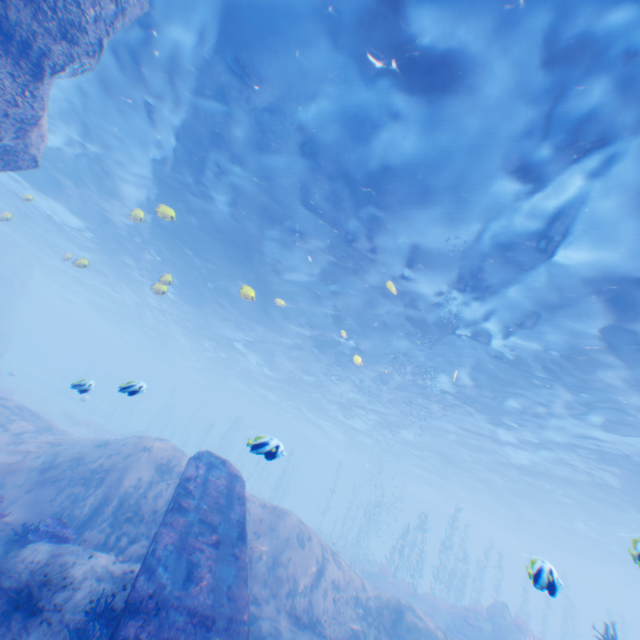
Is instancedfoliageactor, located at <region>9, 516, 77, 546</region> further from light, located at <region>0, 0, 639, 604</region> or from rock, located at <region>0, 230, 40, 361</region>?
light, located at <region>0, 0, 639, 604</region>

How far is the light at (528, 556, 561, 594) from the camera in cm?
425

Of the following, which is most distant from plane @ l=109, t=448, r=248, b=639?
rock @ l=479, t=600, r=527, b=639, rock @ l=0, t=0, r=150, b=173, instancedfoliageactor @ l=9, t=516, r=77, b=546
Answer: rock @ l=479, t=600, r=527, b=639

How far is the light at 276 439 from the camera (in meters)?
5.79

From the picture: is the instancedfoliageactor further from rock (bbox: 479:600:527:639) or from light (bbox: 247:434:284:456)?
rock (bbox: 479:600:527:639)

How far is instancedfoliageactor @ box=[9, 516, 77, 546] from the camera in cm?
716

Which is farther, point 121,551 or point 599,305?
point 599,305

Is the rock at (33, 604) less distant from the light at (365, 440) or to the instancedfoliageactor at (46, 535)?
the instancedfoliageactor at (46, 535)
